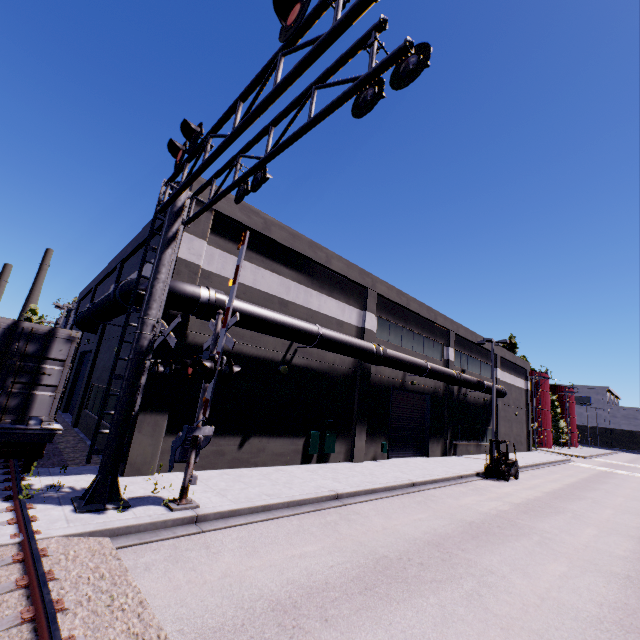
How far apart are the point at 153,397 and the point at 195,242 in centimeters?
583cm

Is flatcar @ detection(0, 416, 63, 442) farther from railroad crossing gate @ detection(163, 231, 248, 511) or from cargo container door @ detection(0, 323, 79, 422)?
railroad crossing gate @ detection(163, 231, 248, 511)

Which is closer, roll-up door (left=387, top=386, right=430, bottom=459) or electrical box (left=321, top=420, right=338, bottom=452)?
electrical box (left=321, top=420, right=338, bottom=452)

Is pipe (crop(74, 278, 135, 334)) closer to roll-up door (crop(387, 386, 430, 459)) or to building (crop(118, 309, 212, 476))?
building (crop(118, 309, 212, 476))

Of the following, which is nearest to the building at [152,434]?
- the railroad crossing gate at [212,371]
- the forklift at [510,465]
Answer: the railroad crossing gate at [212,371]

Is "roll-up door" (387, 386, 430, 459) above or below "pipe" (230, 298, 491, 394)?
below

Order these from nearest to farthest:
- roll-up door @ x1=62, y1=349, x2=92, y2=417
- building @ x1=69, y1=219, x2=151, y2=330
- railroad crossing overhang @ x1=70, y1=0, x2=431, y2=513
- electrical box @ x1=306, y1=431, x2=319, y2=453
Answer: railroad crossing overhang @ x1=70, y1=0, x2=431, y2=513, electrical box @ x1=306, y1=431, x2=319, y2=453, building @ x1=69, y1=219, x2=151, y2=330, roll-up door @ x1=62, y1=349, x2=92, y2=417

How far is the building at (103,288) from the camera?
17.30m
